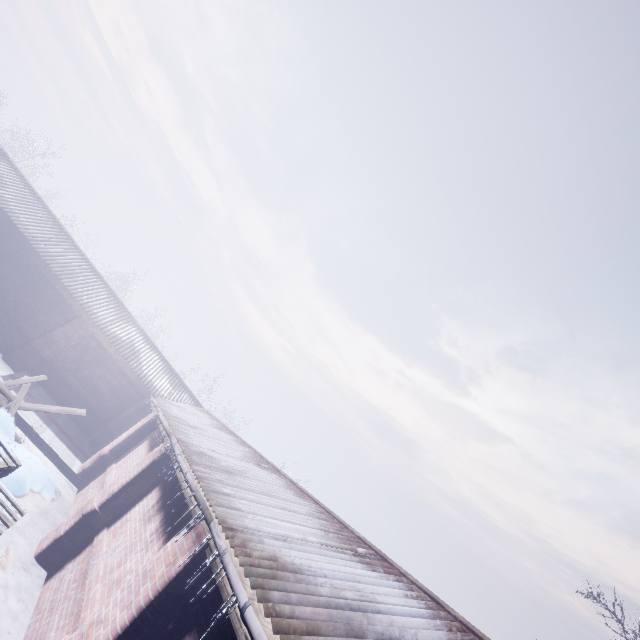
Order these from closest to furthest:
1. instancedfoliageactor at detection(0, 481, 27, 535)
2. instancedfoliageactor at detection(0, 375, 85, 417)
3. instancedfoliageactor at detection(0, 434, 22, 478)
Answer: instancedfoliageactor at detection(0, 434, 22, 478) → instancedfoliageactor at detection(0, 481, 27, 535) → instancedfoliageactor at detection(0, 375, 85, 417)

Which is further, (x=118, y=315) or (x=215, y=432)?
(x=118, y=315)

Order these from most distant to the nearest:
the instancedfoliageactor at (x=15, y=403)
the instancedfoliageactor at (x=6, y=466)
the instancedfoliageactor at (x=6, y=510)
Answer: the instancedfoliageactor at (x=15, y=403), the instancedfoliageactor at (x=6, y=510), the instancedfoliageactor at (x=6, y=466)

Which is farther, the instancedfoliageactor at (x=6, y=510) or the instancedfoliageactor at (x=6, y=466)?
the instancedfoliageactor at (x=6, y=510)

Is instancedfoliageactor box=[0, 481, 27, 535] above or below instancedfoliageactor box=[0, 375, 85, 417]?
below

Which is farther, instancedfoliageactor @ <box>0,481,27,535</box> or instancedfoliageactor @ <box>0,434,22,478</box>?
instancedfoliageactor @ <box>0,481,27,535</box>
